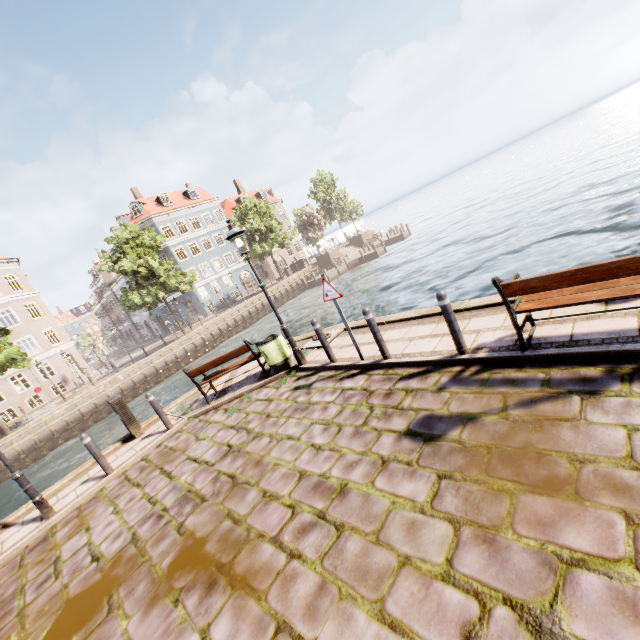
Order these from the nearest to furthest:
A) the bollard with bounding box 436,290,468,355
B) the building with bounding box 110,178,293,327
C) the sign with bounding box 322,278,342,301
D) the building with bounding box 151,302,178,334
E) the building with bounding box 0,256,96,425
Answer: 1. the bollard with bounding box 436,290,468,355
2. the sign with bounding box 322,278,342,301
3. the building with bounding box 0,256,96,425
4. the building with bounding box 110,178,293,327
5. the building with bounding box 151,302,178,334

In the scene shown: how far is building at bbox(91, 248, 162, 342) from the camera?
52.0 meters

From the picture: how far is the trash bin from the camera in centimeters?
809cm

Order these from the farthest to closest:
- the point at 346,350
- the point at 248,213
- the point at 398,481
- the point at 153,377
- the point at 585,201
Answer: the point at 248,213 → the point at 153,377 → the point at 585,201 → the point at 346,350 → the point at 398,481

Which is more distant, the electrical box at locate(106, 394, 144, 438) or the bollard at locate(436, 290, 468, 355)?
the electrical box at locate(106, 394, 144, 438)

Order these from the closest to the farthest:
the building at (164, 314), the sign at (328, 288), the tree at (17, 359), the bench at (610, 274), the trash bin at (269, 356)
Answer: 1. the bench at (610, 274)
2. the sign at (328, 288)
3. the trash bin at (269, 356)
4. the tree at (17, 359)
5. the building at (164, 314)

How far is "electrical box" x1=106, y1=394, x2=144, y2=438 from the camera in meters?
8.5 m

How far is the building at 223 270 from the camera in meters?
40.4 m
